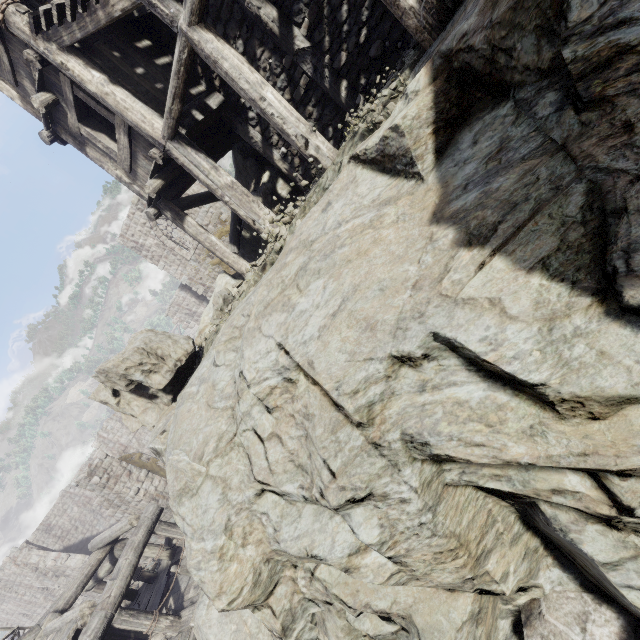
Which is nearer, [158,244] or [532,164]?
[532,164]

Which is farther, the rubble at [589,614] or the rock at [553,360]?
the rubble at [589,614]

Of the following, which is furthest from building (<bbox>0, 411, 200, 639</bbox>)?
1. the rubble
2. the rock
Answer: the rubble

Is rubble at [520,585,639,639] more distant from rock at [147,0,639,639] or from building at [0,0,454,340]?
building at [0,0,454,340]

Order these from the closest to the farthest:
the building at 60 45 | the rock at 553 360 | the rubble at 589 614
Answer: the rock at 553 360, the rubble at 589 614, the building at 60 45

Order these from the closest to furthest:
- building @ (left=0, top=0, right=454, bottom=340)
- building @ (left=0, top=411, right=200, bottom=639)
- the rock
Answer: the rock → building @ (left=0, top=0, right=454, bottom=340) → building @ (left=0, top=411, right=200, bottom=639)

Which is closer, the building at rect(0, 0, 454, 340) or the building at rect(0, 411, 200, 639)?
the building at rect(0, 0, 454, 340)
